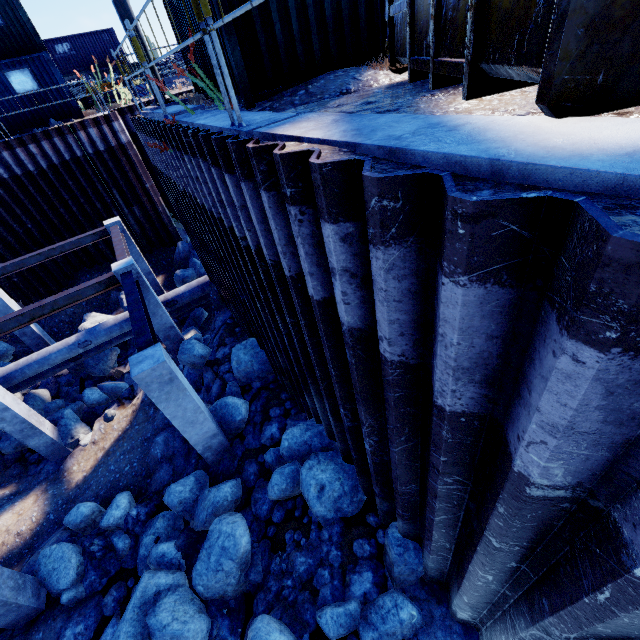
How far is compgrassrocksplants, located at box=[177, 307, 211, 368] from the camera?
10.12m

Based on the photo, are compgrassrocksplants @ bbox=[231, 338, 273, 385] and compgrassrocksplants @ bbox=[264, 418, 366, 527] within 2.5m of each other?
yes

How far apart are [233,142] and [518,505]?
3.3 meters

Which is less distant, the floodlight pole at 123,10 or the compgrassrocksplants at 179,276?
the floodlight pole at 123,10

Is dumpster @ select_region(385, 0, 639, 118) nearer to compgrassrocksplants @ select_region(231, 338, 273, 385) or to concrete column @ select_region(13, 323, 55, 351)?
compgrassrocksplants @ select_region(231, 338, 273, 385)

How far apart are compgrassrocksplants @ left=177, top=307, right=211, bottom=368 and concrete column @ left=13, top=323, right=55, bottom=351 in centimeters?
692cm

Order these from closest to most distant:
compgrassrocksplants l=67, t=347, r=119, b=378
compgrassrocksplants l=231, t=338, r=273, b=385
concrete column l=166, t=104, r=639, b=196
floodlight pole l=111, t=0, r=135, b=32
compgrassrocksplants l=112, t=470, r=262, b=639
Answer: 1. concrete column l=166, t=104, r=639, b=196
2. compgrassrocksplants l=112, t=470, r=262, b=639
3. floodlight pole l=111, t=0, r=135, b=32
4. compgrassrocksplants l=231, t=338, r=273, b=385
5. compgrassrocksplants l=67, t=347, r=119, b=378

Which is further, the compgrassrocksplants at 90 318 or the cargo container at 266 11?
the compgrassrocksplants at 90 318
